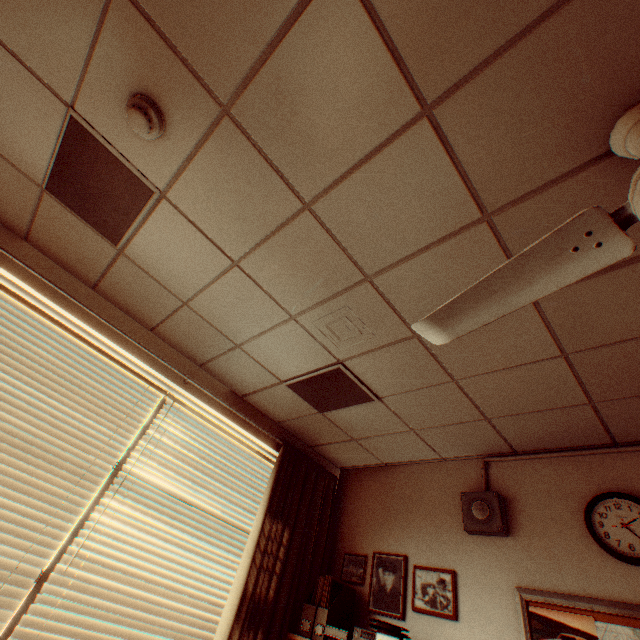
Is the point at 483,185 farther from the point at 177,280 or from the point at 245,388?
the point at 245,388

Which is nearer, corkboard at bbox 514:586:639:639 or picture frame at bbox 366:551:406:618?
corkboard at bbox 514:586:639:639

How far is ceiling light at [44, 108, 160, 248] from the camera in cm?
170

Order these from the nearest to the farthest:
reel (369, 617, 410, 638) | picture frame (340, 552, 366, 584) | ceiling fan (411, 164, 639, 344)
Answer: ceiling fan (411, 164, 639, 344) → reel (369, 617, 410, 638) → picture frame (340, 552, 366, 584)

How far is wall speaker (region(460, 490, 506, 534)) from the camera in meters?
2.5

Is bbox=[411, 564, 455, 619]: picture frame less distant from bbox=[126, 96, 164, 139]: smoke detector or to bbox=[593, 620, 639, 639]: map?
bbox=[593, 620, 639, 639]: map

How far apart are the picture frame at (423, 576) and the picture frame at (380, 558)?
0.1 meters

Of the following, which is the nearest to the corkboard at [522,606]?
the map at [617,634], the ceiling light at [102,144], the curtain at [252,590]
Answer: the map at [617,634]
